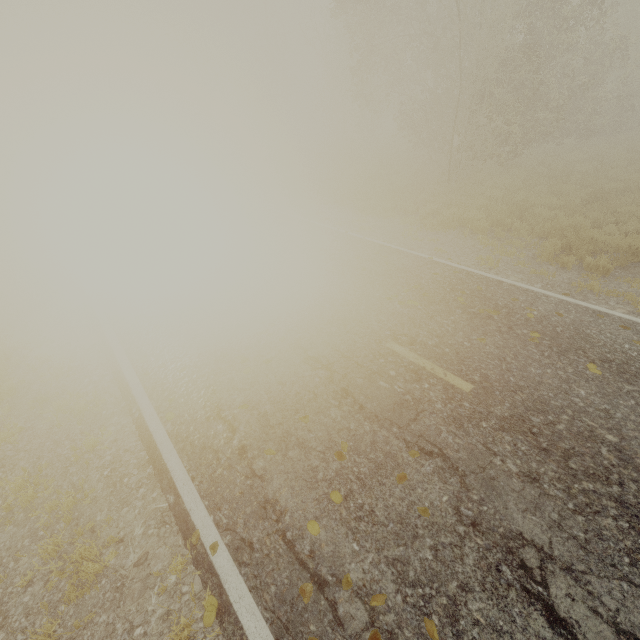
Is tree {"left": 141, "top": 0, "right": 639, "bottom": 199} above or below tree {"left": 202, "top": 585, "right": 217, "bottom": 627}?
above

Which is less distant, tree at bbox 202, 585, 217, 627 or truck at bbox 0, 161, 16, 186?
tree at bbox 202, 585, 217, 627

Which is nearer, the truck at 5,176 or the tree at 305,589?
the tree at 305,589

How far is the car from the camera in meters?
10.6 m

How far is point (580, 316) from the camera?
5.8 meters

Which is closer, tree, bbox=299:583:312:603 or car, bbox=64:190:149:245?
tree, bbox=299:583:312:603

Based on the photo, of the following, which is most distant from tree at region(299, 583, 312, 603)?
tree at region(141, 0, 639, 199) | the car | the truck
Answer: the truck

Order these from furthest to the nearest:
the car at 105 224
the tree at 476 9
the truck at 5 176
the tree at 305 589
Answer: the truck at 5 176
the tree at 476 9
the car at 105 224
the tree at 305 589
